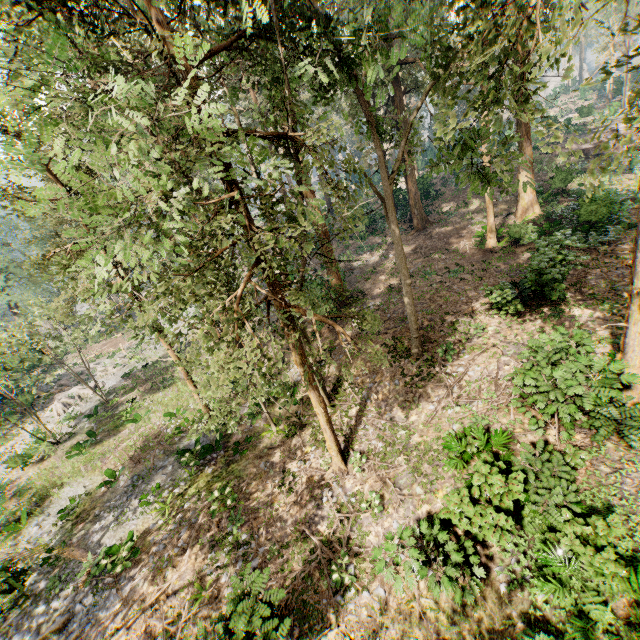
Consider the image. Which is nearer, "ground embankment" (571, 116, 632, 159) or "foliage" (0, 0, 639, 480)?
"foliage" (0, 0, 639, 480)

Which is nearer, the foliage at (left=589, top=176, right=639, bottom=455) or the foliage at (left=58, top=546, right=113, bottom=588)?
the foliage at (left=589, top=176, right=639, bottom=455)

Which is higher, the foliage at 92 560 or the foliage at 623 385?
the foliage at 623 385

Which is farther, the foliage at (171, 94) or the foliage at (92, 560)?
the foliage at (92, 560)

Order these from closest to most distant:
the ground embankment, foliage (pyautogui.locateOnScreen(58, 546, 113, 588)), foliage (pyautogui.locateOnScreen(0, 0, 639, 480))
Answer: foliage (pyautogui.locateOnScreen(0, 0, 639, 480)) → foliage (pyautogui.locateOnScreen(58, 546, 113, 588)) → the ground embankment

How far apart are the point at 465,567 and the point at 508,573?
1.1m

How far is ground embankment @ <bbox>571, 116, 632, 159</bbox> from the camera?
33.3m

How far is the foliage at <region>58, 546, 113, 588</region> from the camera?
12.49m
